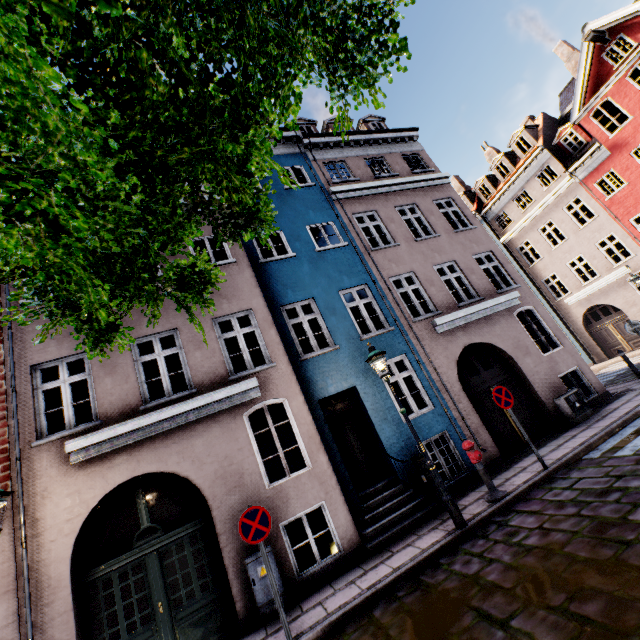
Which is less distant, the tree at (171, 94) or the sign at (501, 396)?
the tree at (171, 94)

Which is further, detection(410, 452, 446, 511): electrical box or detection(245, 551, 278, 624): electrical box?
detection(410, 452, 446, 511): electrical box

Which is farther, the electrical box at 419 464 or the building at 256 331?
the electrical box at 419 464

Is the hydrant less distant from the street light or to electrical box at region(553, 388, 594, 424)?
the street light

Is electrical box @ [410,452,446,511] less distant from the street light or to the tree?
the street light

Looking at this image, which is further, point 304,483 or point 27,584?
point 304,483

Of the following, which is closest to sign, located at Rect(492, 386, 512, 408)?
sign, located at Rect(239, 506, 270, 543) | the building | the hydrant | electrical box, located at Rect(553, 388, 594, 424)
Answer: the hydrant

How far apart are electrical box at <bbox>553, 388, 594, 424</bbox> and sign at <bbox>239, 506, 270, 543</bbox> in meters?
9.3
